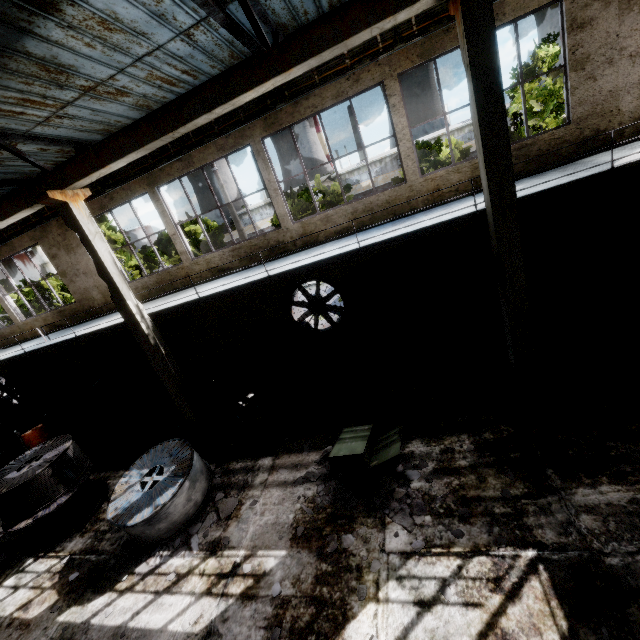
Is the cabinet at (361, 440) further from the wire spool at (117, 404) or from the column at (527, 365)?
the wire spool at (117, 404)

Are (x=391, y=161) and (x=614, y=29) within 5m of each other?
no

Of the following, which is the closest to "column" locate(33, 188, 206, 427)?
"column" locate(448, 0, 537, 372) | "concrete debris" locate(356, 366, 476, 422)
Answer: "concrete debris" locate(356, 366, 476, 422)

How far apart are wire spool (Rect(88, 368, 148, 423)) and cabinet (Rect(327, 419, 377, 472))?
9.5m

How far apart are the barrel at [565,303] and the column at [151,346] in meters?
10.5 m

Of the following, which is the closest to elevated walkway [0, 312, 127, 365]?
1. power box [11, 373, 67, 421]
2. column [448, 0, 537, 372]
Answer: column [448, 0, 537, 372]

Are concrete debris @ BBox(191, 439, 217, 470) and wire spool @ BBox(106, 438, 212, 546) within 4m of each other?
yes

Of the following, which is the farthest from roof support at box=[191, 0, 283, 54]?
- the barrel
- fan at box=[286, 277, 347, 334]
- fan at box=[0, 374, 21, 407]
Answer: fan at box=[0, 374, 21, 407]
